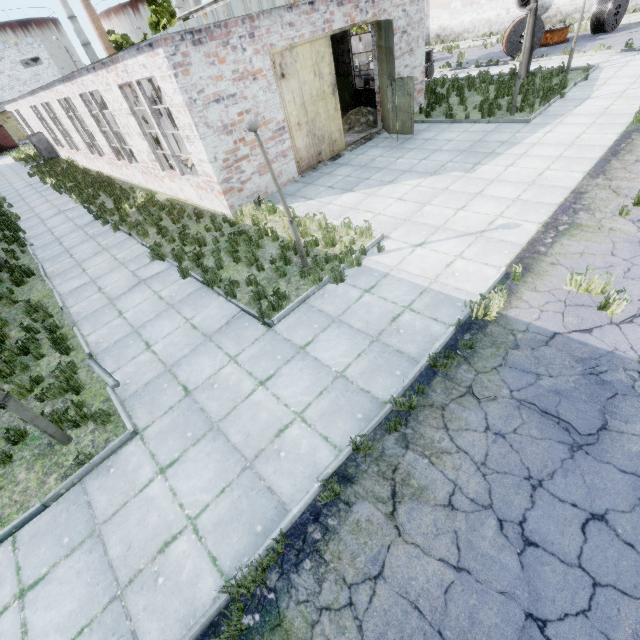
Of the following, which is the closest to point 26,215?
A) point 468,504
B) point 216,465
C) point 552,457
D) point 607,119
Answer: point 216,465

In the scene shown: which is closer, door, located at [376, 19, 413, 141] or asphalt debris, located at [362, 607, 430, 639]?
asphalt debris, located at [362, 607, 430, 639]

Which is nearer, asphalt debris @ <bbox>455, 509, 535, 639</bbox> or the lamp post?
asphalt debris @ <bbox>455, 509, 535, 639</bbox>

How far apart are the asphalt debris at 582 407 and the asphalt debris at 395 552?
1.4m

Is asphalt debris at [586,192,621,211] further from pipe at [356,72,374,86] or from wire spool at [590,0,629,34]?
wire spool at [590,0,629,34]

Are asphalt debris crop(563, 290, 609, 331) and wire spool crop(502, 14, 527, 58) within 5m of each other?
no

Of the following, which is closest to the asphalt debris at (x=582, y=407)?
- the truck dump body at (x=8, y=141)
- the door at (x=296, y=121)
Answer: the door at (x=296, y=121)

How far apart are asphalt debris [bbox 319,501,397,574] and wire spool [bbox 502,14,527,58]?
27.2m
